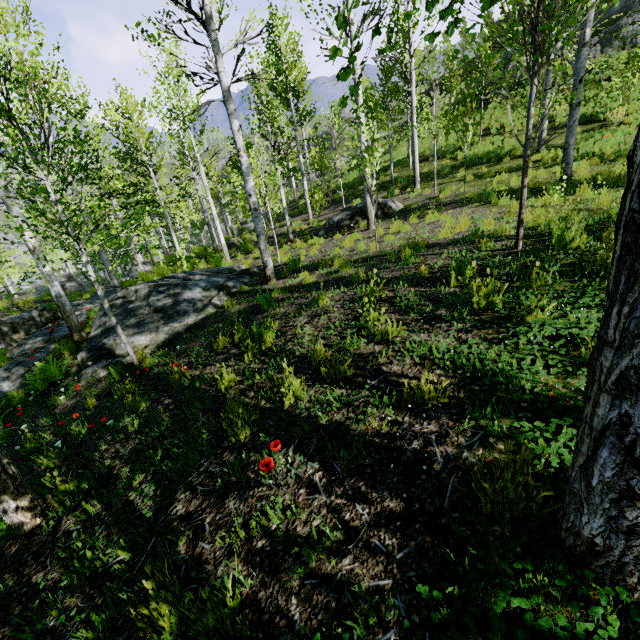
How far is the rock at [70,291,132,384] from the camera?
7.06m

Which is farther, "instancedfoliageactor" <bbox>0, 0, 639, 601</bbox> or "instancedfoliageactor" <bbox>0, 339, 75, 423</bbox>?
"instancedfoliageactor" <bbox>0, 339, 75, 423</bbox>

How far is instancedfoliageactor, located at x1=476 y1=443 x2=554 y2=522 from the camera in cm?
160

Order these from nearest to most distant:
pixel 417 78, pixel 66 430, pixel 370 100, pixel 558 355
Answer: pixel 558 355 < pixel 66 430 < pixel 417 78 < pixel 370 100

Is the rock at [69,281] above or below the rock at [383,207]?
below

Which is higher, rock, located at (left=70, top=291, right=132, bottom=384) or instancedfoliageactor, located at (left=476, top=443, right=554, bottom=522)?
instancedfoliageactor, located at (left=476, top=443, right=554, bottom=522)

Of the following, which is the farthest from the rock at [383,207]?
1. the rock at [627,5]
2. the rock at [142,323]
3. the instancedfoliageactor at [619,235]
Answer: the instancedfoliageactor at [619,235]

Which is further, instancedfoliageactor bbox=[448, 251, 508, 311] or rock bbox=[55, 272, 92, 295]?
rock bbox=[55, 272, 92, 295]
